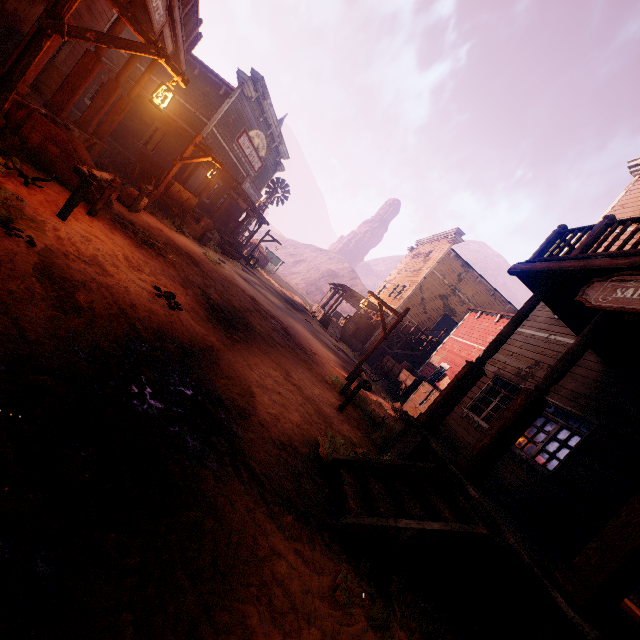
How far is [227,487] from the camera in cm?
263

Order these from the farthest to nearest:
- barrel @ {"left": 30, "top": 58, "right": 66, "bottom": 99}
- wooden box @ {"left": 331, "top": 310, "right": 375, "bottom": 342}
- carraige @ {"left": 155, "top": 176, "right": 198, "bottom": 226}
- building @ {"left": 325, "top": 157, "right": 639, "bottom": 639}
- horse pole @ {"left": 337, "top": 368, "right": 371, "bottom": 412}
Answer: wooden box @ {"left": 331, "top": 310, "right": 375, "bottom": 342} < carraige @ {"left": 155, "top": 176, "right": 198, "bottom": 226} < barrel @ {"left": 30, "top": 58, "right": 66, "bottom": 99} < horse pole @ {"left": 337, "top": 368, "right": 371, "bottom": 412} < building @ {"left": 325, "top": 157, "right": 639, "bottom": 639}

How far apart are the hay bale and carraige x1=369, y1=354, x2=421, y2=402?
13.1m

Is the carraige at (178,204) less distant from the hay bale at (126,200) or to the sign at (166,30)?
the hay bale at (126,200)

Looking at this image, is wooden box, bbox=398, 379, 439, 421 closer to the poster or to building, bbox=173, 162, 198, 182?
building, bbox=173, 162, 198, 182

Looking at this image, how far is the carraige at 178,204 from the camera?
12.2m

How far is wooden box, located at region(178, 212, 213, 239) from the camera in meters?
14.5

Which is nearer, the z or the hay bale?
the z
